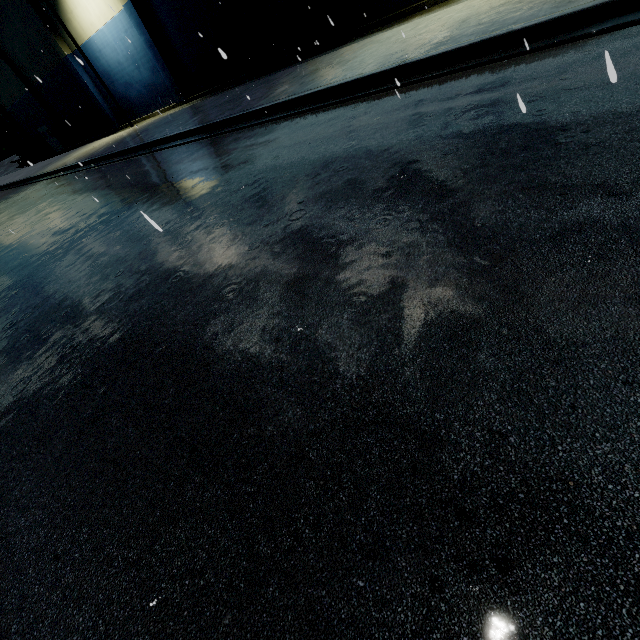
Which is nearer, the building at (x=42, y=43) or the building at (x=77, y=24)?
the building at (x=77, y=24)

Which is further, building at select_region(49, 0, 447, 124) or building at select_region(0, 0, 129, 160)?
building at select_region(0, 0, 129, 160)

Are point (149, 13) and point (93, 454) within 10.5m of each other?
no
